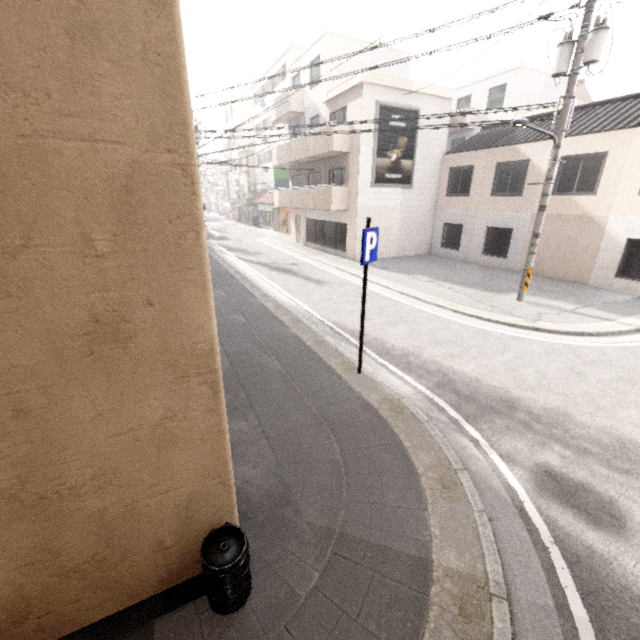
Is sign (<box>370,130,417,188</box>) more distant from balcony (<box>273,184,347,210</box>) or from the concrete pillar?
the concrete pillar

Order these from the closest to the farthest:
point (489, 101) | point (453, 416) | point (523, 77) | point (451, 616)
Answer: point (451, 616) → point (453, 416) → point (523, 77) → point (489, 101)

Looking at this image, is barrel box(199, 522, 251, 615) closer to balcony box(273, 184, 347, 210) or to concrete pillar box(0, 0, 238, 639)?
concrete pillar box(0, 0, 238, 639)

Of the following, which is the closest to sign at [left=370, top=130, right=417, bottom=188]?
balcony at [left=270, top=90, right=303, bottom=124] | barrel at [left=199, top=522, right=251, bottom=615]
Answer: balcony at [left=270, top=90, right=303, bottom=124]

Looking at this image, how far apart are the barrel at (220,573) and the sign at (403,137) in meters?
17.6 m

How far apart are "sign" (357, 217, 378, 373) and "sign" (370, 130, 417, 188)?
13.1 meters

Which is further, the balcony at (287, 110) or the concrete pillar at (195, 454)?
the balcony at (287, 110)

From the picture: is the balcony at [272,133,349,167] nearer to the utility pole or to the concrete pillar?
the utility pole
